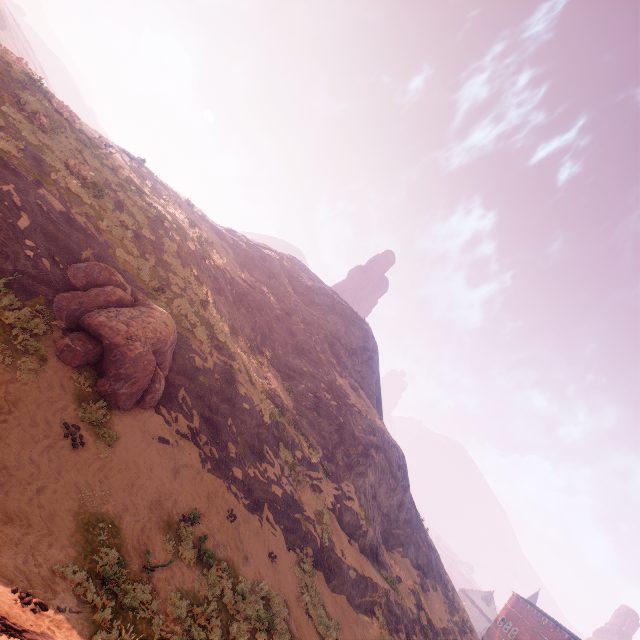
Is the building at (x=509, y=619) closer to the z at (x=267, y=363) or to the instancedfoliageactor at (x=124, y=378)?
the z at (x=267, y=363)

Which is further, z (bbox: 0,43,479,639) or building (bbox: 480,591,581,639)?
building (bbox: 480,591,581,639)

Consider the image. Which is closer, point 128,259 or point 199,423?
point 199,423

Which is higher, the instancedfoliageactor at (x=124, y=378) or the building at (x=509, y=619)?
the building at (x=509, y=619)

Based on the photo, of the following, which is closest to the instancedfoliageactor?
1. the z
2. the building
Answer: the z

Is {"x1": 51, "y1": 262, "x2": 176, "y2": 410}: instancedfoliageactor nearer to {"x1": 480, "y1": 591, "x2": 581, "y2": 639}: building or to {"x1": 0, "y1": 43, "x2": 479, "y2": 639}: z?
{"x1": 0, "y1": 43, "x2": 479, "y2": 639}: z
